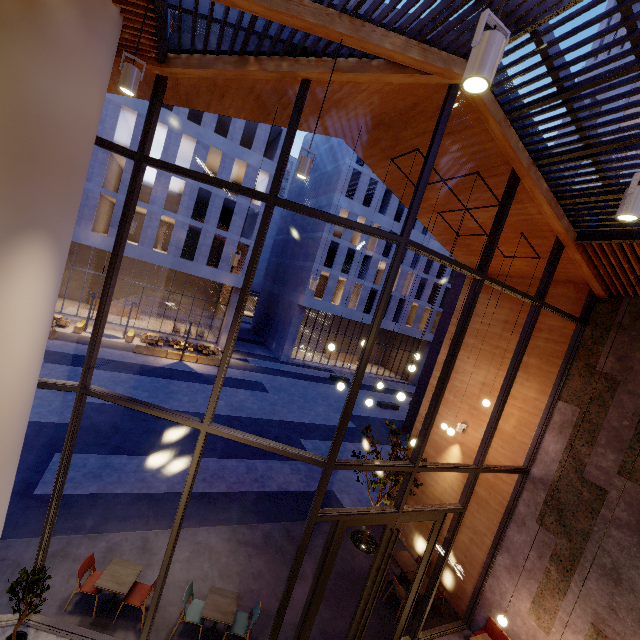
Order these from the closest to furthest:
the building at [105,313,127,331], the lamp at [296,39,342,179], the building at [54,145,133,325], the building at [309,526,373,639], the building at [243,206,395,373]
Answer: the lamp at [296,39,342,179] → the building at [309,526,373,639] → the building at [54,145,133,325] → the building at [105,313,127,331] → the building at [243,206,395,373]

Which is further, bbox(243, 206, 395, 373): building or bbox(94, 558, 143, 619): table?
bbox(243, 206, 395, 373): building

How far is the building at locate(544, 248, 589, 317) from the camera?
7.83m

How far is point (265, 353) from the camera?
33.2 meters

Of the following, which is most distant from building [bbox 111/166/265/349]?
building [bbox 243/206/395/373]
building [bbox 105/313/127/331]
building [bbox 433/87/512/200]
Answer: building [bbox 433/87/512/200]

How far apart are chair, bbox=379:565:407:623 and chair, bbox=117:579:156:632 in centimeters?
565cm

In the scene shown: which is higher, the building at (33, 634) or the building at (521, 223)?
the building at (521, 223)

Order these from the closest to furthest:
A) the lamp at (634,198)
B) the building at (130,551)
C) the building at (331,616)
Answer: the lamp at (634,198), the building at (130,551), the building at (331,616)
